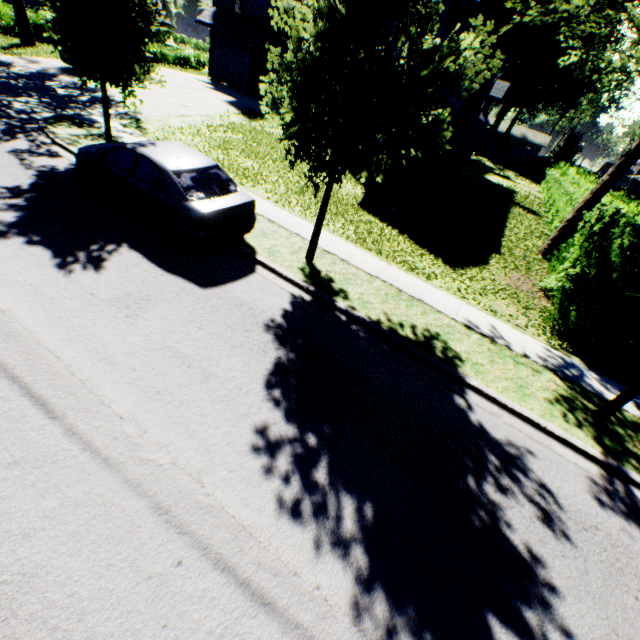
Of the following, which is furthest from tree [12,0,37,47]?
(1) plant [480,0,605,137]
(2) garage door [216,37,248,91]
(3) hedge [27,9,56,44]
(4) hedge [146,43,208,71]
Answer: (4) hedge [146,43,208,71]

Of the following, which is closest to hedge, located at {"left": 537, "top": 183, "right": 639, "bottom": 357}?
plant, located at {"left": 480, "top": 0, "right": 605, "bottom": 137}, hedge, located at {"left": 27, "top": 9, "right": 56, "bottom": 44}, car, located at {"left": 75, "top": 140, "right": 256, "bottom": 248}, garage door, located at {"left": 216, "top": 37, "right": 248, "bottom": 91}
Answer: car, located at {"left": 75, "top": 140, "right": 256, "bottom": 248}

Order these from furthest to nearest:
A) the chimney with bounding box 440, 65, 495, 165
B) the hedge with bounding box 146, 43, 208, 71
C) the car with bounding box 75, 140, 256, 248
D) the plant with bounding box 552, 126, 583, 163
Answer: the plant with bounding box 552, 126, 583, 163 < the hedge with bounding box 146, 43, 208, 71 < the chimney with bounding box 440, 65, 495, 165 < the car with bounding box 75, 140, 256, 248

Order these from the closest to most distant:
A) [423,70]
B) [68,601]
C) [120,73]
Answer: [68,601], [423,70], [120,73]

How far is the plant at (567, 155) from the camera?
40.38m

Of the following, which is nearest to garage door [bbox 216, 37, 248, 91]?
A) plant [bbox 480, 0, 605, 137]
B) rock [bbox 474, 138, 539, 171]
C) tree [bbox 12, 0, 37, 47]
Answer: tree [bbox 12, 0, 37, 47]

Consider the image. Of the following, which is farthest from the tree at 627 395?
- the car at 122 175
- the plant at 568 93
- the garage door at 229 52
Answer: the garage door at 229 52

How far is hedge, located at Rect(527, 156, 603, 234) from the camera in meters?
15.2
